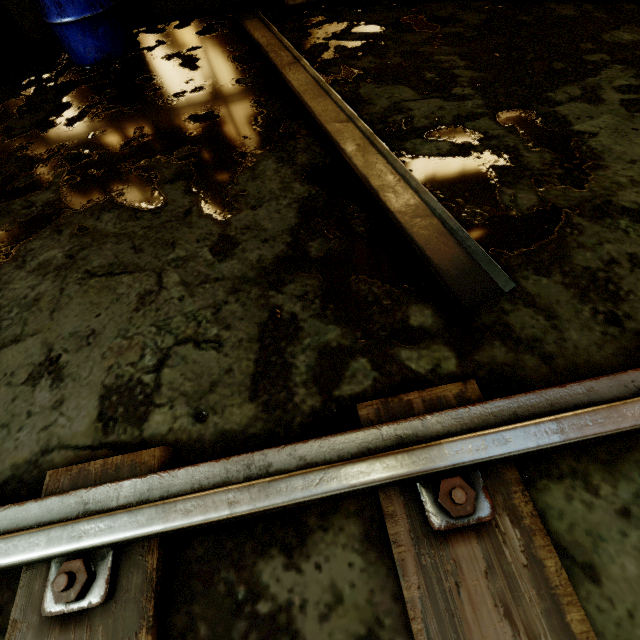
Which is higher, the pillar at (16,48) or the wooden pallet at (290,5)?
the wooden pallet at (290,5)

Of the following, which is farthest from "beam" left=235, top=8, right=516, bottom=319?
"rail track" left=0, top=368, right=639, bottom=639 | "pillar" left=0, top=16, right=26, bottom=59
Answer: "pillar" left=0, top=16, right=26, bottom=59

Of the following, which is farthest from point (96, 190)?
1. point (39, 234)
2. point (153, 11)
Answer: point (153, 11)

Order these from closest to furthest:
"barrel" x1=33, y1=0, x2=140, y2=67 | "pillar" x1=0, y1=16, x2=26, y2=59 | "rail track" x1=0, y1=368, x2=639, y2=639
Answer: "rail track" x1=0, y1=368, x2=639, y2=639, "barrel" x1=33, y1=0, x2=140, y2=67, "pillar" x1=0, y1=16, x2=26, y2=59

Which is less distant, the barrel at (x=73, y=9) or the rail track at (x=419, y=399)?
the rail track at (x=419, y=399)

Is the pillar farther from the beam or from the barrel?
the beam

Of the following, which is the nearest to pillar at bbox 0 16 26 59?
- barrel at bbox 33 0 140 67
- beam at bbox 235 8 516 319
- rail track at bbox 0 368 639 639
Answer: barrel at bbox 33 0 140 67

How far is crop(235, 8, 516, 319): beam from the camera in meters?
1.2 m
